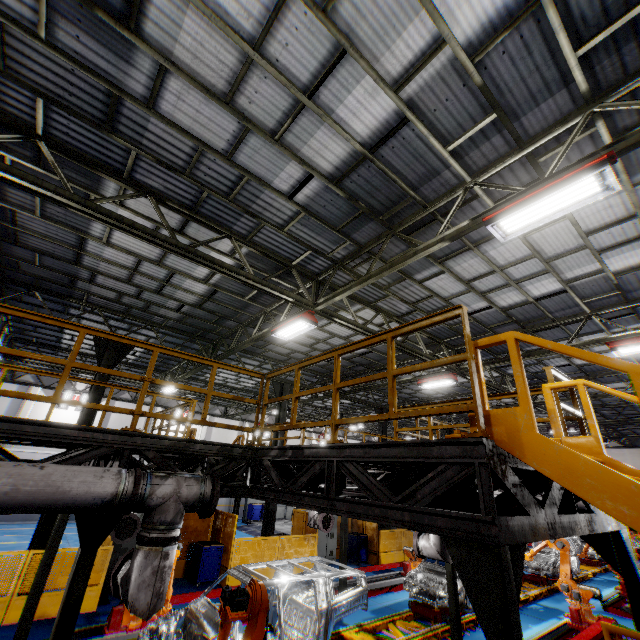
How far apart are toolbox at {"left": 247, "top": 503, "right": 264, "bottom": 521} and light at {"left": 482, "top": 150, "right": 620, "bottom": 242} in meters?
27.2

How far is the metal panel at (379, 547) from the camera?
16.06m

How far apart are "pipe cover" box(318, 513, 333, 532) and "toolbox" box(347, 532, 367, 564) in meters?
7.1 m

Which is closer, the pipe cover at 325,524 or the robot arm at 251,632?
the robot arm at 251,632

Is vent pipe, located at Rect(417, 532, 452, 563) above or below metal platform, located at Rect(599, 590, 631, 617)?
above

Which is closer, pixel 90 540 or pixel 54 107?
pixel 90 540

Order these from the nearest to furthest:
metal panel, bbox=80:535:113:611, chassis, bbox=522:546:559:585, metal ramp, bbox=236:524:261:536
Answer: metal panel, bbox=80:535:113:611 < chassis, bbox=522:546:559:585 < metal ramp, bbox=236:524:261:536

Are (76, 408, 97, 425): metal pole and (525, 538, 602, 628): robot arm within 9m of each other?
no
